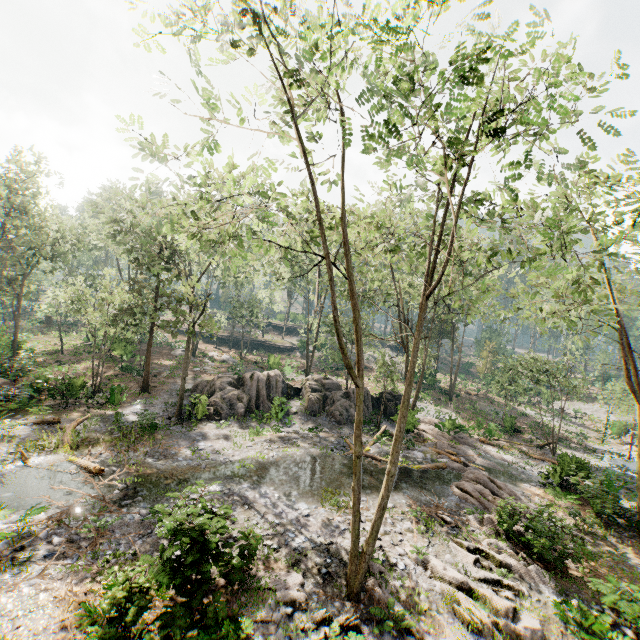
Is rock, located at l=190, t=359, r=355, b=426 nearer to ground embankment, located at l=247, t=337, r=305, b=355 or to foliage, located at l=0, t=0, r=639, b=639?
foliage, located at l=0, t=0, r=639, b=639

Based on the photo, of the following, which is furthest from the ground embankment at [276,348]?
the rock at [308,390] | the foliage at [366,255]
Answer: the rock at [308,390]

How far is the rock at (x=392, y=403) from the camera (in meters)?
27.36

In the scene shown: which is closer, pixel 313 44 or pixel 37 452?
pixel 313 44

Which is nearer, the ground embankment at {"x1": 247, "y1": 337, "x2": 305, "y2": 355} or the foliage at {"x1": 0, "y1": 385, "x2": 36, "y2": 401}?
the foliage at {"x1": 0, "y1": 385, "x2": 36, "y2": 401}

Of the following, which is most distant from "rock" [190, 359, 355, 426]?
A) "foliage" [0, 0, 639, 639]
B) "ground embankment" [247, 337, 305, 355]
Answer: "ground embankment" [247, 337, 305, 355]

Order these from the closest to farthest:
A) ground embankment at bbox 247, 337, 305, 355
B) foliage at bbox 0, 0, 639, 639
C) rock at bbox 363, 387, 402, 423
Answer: foliage at bbox 0, 0, 639, 639 → rock at bbox 363, 387, 402, 423 → ground embankment at bbox 247, 337, 305, 355

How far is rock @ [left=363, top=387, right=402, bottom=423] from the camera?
27.36m
